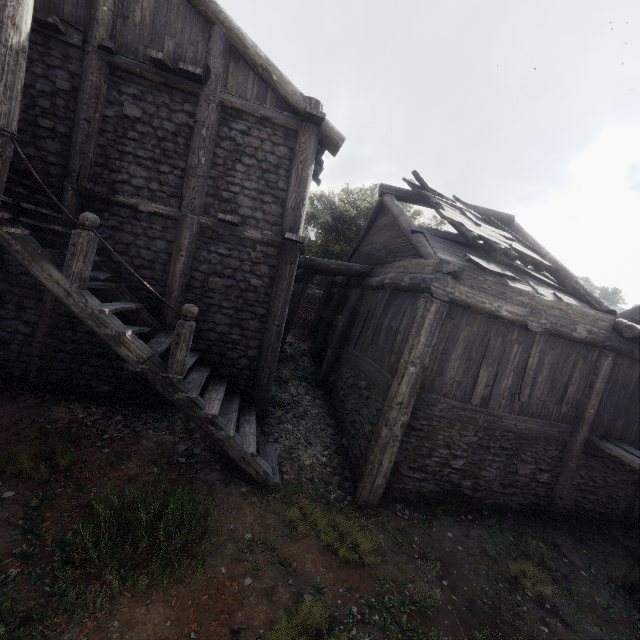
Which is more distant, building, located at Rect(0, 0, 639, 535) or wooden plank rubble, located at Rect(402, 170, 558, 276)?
wooden plank rubble, located at Rect(402, 170, 558, 276)

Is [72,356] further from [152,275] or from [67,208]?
A: [67,208]

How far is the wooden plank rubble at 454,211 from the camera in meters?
8.1

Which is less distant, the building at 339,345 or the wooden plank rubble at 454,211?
the building at 339,345

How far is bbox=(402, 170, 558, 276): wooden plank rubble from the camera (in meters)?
8.08
